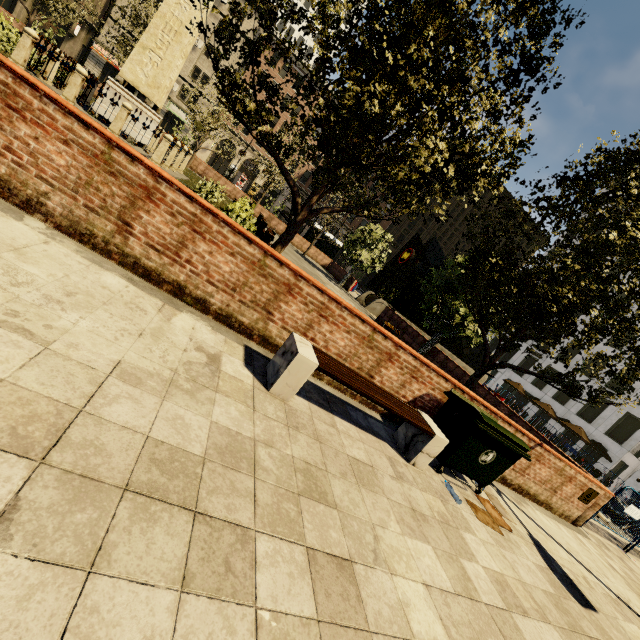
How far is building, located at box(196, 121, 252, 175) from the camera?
45.2 meters

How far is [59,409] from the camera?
1.88m

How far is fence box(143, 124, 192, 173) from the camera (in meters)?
13.12

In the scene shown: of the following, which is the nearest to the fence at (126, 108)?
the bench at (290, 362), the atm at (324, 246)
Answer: the bench at (290, 362)

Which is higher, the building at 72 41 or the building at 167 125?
the building at 167 125

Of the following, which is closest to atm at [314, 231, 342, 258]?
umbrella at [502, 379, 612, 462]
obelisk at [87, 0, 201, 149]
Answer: obelisk at [87, 0, 201, 149]

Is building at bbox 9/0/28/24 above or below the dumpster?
above
